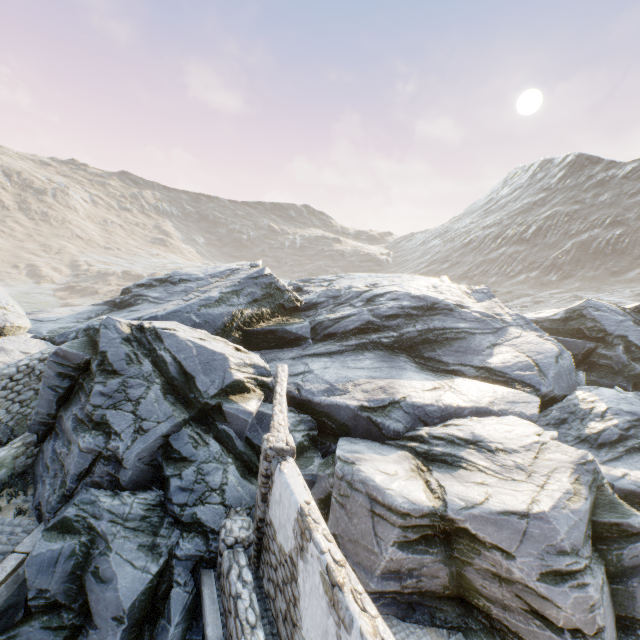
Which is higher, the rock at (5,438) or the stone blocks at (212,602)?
the rock at (5,438)

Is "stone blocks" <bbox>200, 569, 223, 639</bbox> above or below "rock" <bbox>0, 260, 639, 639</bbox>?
below

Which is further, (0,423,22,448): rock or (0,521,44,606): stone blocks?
(0,423,22,448): rock

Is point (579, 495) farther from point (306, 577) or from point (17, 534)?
point (17, 534)

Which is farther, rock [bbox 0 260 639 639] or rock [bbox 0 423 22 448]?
rock [bbox 0 423 22 448]
